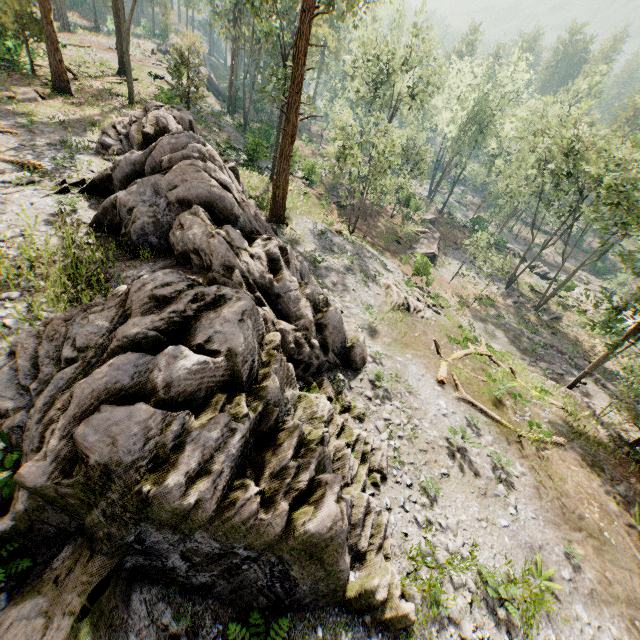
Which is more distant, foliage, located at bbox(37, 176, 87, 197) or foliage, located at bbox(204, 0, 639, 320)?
foliage, located at bbox(204, 0, 639, 320)

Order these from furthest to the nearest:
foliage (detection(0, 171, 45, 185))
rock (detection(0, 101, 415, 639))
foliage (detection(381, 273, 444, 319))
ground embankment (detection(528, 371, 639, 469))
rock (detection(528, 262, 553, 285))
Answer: rock (detection(528, 262, 553, 285)) → foliage (detection(381, 273, 444, 319)) → ground embankment (detection(528, 371, 639, 469)) → foliage (detection(0, 171, 45, 185)) → rock (detection(0, 101, 415, 639))

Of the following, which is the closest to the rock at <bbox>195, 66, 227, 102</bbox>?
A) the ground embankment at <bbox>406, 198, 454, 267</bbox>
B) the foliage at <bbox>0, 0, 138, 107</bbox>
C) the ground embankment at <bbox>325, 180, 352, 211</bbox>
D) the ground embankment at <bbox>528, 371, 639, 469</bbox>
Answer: the foliage at <bbox>0, 0, 138, 107</bbox>

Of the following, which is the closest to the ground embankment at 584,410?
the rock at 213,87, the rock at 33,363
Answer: the rock at 33,363

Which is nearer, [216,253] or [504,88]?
[216,253]

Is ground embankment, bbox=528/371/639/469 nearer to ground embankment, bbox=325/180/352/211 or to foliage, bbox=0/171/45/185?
foliage, bbox=0/171/45/185

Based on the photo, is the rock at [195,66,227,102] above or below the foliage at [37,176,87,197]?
below

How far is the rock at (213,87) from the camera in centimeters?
5400cm
